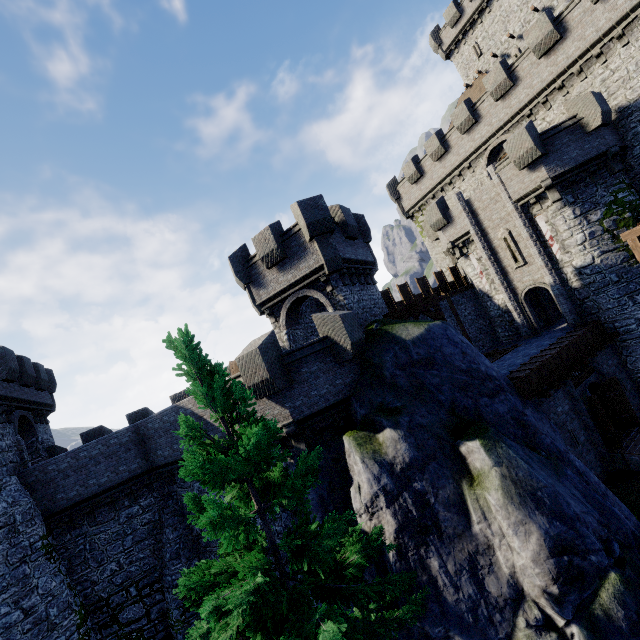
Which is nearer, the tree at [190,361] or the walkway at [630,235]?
the tree at [190,361]

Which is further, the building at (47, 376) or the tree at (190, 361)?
the building at (47, 376)

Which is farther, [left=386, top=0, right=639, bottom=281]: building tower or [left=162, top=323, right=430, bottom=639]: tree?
[left=386, top=0, right=639, bottom=281]: building tower

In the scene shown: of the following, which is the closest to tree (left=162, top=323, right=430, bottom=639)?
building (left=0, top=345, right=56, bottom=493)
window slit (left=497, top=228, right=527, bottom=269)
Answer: building (left=0, top=345, right=56, bottom=493)

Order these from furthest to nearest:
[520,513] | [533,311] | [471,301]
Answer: [471,301], [533,311], [520,513]

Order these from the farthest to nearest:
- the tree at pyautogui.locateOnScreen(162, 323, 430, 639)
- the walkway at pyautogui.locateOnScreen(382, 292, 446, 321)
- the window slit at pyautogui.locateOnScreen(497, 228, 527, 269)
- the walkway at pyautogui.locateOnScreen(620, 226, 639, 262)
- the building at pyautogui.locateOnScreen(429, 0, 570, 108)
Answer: the building at pyautogui.locateOnScreen(429, 0, 570, 108) → the window slit at pyautogui.locateOnScreen(497, 228, 527, 269) → the walkway at pyautogui.locateOnScreen(382, 292, 446, 321) → the walkway at pyautogui.locateOnScreen(620, 226, 639, 262) → the tree at pyautogui.locateOnScreen(162, 323, 430, 639)

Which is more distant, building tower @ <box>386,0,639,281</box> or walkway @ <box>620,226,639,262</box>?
building tower @ <box>386,0,639,281</box>

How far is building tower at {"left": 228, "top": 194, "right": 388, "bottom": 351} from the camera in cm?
1530
